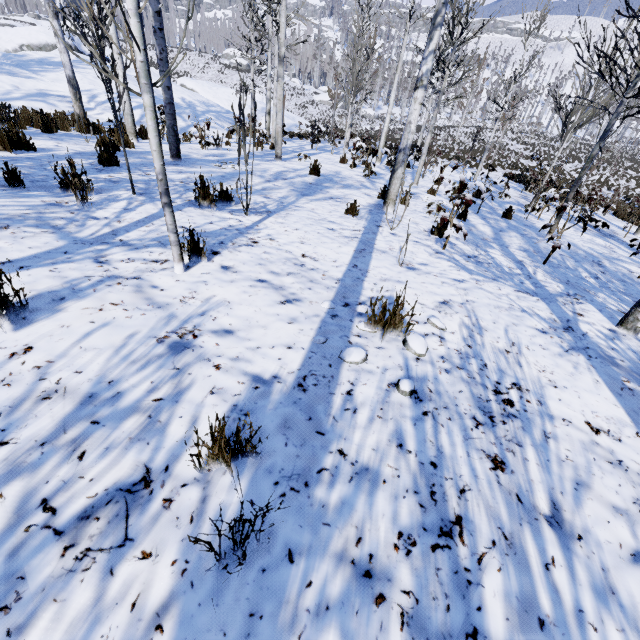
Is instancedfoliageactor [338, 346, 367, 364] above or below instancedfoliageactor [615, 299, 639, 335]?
above

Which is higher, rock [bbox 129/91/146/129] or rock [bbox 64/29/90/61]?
rock [bbox 64/29/90/61]

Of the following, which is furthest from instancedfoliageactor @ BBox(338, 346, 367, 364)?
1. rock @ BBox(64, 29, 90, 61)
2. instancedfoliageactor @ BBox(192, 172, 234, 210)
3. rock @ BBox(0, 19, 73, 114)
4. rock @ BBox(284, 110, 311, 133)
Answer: rock @ BBox(64, 29, 90, 61)

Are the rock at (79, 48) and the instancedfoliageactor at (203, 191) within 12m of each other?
no

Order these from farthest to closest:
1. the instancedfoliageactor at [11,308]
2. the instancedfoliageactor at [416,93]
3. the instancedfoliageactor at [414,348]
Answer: the instancedfoliageactor at [416,93], the instancedfoliageactor at [414,348], the instancedfoliageactor at [11,308]

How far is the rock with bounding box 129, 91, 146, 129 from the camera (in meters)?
13.71

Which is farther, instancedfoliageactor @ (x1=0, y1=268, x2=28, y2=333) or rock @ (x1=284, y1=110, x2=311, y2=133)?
rock @ (x1=284, y1=110, x2=311, y2=133)

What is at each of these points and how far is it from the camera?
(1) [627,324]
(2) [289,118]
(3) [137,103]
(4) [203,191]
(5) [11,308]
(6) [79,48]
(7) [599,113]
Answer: (1) instancedfoliageactor, 3.6m
(2) rock, 28.8m
(3) rock, 14.6m
(4) instancedfoliageactor, 4.3m
(5) instancedfoliageactor, 1.9m
(6) rock, 25.0m
(7) instancedfoliageactor, 5.9m
